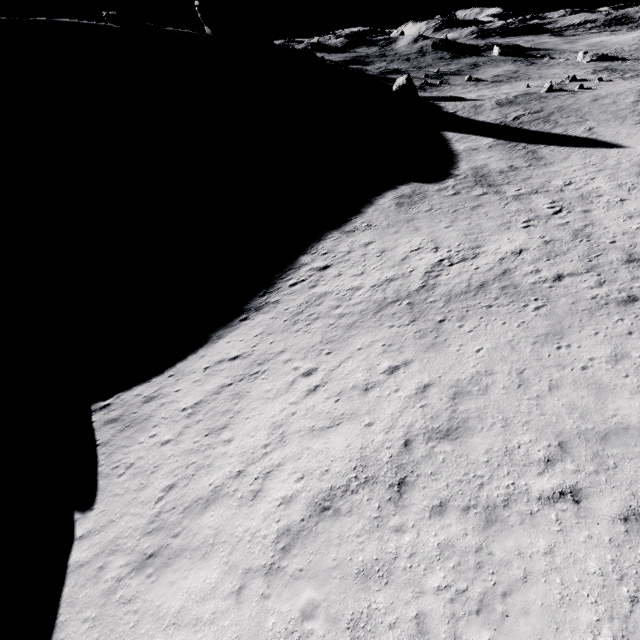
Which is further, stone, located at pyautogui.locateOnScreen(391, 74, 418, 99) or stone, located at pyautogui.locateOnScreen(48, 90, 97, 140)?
stone, located at pyautogui.locateOnScreen(391, 74, 418, 99)

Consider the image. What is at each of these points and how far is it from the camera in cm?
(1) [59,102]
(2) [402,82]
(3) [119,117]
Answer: (1) stone, 4797
(2) stone, 5681
(3) stone, 4825

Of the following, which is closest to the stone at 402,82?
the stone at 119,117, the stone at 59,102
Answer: the stone at 119,117

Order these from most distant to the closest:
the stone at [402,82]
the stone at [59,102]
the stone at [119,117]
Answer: the stone at [402,82] → the stone at [119,117] → the stone at [59,102]

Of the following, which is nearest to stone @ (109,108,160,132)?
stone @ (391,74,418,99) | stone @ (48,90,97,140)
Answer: stone @ (48,90,97,140)

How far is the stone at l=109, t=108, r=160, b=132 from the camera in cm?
4809
